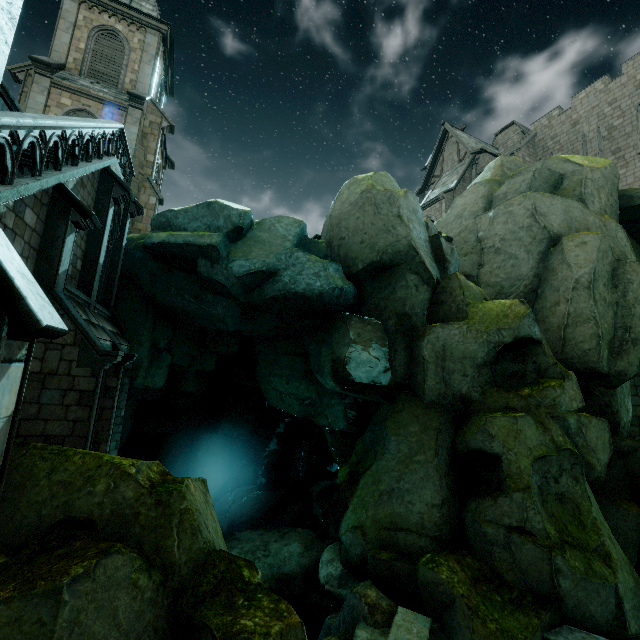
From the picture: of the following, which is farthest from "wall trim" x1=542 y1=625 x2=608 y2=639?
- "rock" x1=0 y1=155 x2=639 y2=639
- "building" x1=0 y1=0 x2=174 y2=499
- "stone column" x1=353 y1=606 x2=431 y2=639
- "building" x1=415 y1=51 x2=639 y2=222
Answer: "building" x1=415 y1=51 x2=639 y2=222

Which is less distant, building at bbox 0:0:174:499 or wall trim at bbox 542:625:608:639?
building at bbox 0:0:174:499

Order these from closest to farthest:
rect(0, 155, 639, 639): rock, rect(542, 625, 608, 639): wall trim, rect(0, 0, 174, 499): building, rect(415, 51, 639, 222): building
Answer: rect(0, 0, 174, 499): building → rect(0, 155, 639, 639): rock → rect(542, 625, 608, 639): wall trim → rect(415, 51, 639, 222): building

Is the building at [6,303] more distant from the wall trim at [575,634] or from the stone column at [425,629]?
the wall trim at [575,634]

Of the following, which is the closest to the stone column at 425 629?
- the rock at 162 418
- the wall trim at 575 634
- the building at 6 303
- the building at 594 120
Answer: the rock at 162 418

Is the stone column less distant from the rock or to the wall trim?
the rock

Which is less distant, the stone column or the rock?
the rock

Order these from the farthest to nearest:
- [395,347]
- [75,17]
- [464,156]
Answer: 1. [464,156]
2. [75,17]
3. [395,347]
